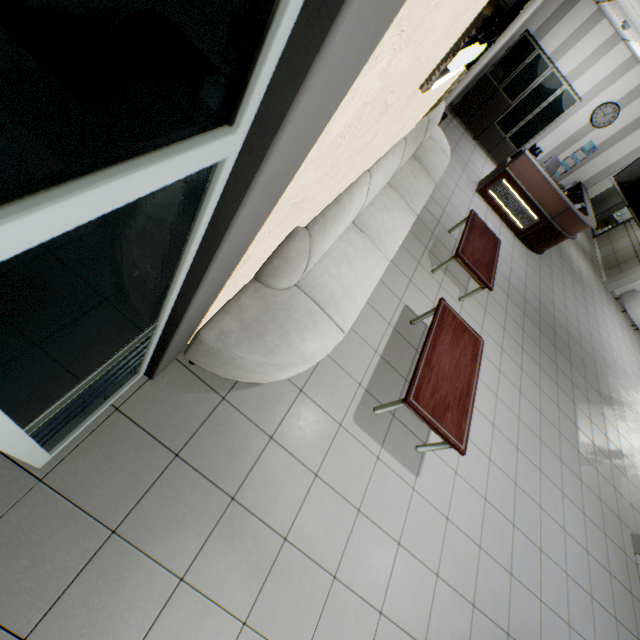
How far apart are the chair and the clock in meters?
1.0 m

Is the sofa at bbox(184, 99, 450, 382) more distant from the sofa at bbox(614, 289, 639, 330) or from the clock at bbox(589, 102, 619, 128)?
the sofa at bbox(614, 289, 639, 330)

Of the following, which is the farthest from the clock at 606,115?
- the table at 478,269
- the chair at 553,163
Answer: the table at 478,269

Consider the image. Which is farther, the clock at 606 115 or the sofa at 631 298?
the sofa at 631 298

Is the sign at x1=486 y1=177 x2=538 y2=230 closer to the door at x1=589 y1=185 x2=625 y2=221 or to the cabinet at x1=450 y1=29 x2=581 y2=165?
the cabinet at x1=450 y1=29 x2=581 y2=165

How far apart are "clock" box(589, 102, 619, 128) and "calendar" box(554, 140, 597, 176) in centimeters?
26cm

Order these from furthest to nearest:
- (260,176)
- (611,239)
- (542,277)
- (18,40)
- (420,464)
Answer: (611,239), (542,277), (420,464), (260,176), (18,40)

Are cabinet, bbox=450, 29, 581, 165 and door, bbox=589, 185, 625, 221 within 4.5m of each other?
no
